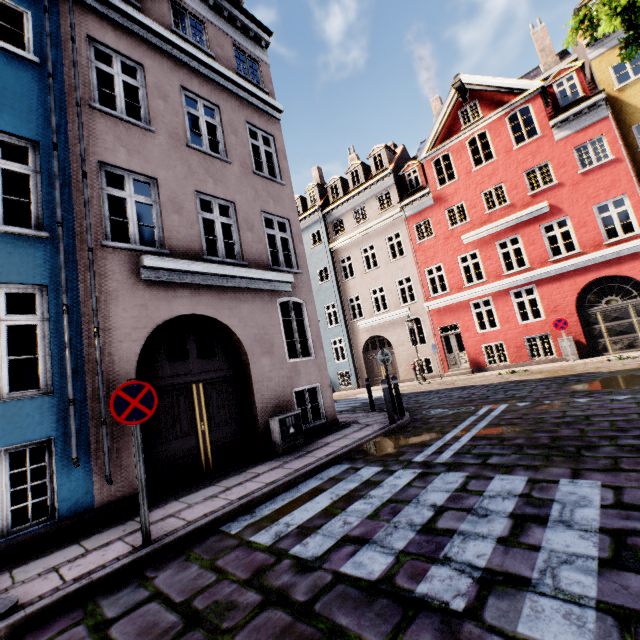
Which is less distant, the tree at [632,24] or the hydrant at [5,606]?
the hydrant at [5,606]

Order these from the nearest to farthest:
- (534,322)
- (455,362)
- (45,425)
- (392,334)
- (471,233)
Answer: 1. (45,425)
2. (534,322)
3. (471,233)
4. (455,362)
5. (392,334)

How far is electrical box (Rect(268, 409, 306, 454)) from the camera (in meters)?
7.18

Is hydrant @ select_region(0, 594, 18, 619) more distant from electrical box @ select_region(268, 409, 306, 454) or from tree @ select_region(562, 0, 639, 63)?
tree @ select_region(562, 0, 639, 63)

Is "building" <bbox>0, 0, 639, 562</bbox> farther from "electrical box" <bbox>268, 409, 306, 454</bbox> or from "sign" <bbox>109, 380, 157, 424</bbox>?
"sign" <bbox>109, 380, 157, 424</bbox>

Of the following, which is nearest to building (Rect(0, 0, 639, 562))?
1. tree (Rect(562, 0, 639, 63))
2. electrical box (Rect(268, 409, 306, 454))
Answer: electrical box (Rect(268, 409, 306, 454))

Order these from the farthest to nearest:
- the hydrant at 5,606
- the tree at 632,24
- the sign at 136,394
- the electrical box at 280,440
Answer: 1. the electrical box at 280,440
2. the tree at 632,24
3. the sign at 136,394
4. the hydrant at 5,606

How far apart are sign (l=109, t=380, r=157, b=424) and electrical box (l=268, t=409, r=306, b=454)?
3.42m
